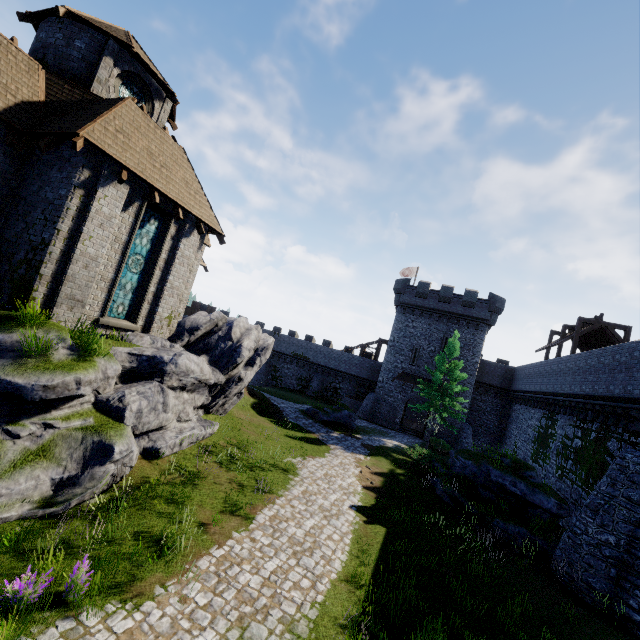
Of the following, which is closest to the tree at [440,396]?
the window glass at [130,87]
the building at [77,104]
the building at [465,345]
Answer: the building at [465,345]

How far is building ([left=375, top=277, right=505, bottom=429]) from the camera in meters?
34.6 m

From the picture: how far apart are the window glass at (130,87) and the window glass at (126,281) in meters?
5.9 m

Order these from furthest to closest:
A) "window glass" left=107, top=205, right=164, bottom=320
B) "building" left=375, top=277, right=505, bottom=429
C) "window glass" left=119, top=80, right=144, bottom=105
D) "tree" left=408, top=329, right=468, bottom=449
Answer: "building" left=375, top=277, right=505, bottom=429
"tree" left=408, top=329, right=468, bottom=449
"window glass" left=119, top=80, right=144, bottom=105
"window glass" left=107, top=205, right=164, bottom=320

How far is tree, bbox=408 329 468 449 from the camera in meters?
26.5

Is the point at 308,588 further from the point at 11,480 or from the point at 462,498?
the point at 462,498

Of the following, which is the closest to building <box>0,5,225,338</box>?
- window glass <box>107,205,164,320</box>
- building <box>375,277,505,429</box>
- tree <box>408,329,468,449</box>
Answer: window glass <box>107,205,164,320</box>

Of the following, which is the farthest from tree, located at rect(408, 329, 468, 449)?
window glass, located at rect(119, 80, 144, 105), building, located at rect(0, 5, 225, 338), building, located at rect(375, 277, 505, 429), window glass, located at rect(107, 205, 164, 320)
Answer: window glass, located at rect(119, 80, 144, 105)
